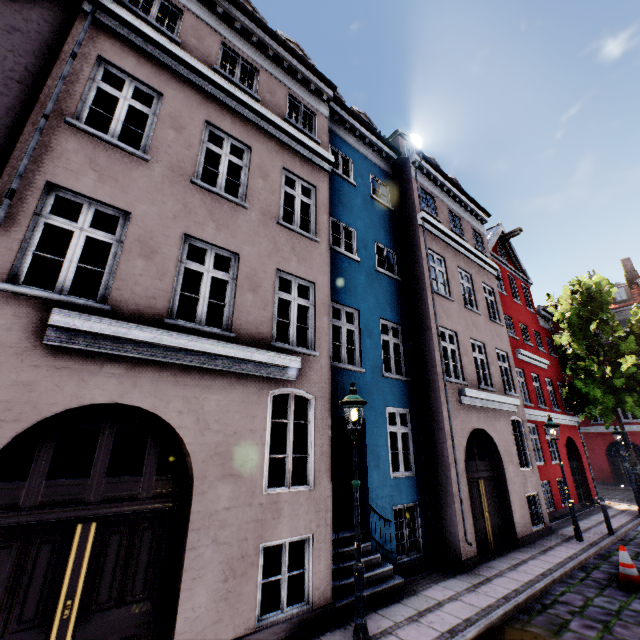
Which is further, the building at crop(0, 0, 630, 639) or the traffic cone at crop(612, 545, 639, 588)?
the traffic cone at crop(612, 545, 639, 588)

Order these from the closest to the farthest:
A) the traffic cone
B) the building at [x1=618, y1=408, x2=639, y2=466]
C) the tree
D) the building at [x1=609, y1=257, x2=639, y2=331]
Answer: the traffic cone → the tree → the building at [x1=618, y1=408, x2=639, y2=466] → the building at [x1=609, y1=257, x2=639, y2=331]

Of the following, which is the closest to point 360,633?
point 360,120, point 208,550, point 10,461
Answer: point 208,550

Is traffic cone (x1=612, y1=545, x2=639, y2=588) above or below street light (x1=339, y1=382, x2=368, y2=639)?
below

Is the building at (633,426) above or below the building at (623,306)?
below

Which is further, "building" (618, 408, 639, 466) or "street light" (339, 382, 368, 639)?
"building" (618, 408, 639, 466)

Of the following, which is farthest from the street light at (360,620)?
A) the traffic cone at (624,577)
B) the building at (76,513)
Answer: the traffic cone at (624,577)

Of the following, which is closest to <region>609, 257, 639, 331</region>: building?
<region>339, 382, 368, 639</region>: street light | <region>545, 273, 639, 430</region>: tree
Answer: <region>339, 382, 368, 639</region>: street light
